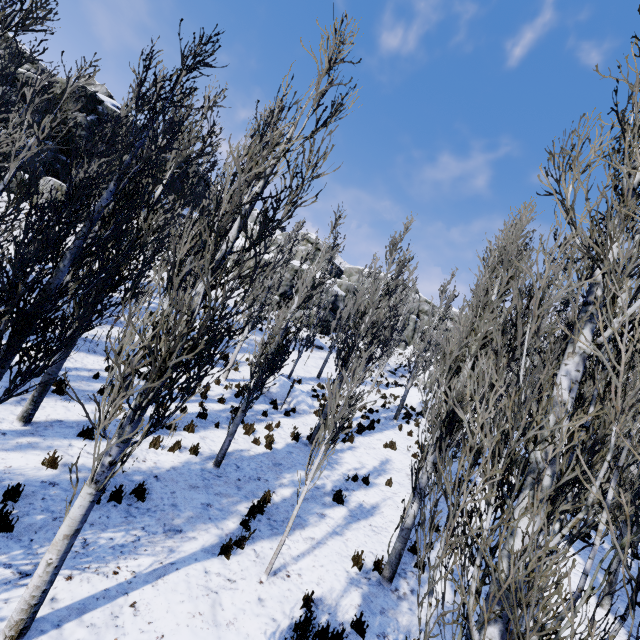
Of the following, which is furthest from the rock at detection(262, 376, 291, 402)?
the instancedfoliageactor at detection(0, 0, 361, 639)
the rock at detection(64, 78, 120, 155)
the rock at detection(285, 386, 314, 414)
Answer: the rock at detection(285, 386, 314, 414)

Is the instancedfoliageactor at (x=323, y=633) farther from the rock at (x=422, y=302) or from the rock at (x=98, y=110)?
the rock at (x=98, y=110)

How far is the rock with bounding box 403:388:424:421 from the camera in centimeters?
2360cm

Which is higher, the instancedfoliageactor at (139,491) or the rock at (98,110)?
the rock at (98,110)

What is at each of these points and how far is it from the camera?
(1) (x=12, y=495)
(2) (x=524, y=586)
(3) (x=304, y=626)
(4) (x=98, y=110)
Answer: (1) instancedfoliageactor, 5.36m
(2) instancedfoliageactor, 4.77m
(3) instancedfoliageactor, 5.24m
(4) rock, 25.48m

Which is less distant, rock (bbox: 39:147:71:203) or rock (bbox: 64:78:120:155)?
rock (bbox: 39:147:71:203)

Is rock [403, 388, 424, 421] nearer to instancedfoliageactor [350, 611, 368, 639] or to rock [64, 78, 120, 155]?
instancedfoliageactor [350, 611, 368, 639]

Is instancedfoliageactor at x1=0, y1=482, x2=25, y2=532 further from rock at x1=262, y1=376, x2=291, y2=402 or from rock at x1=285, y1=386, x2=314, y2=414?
rock at x1=285, y1=386, x2=314, y2=414
